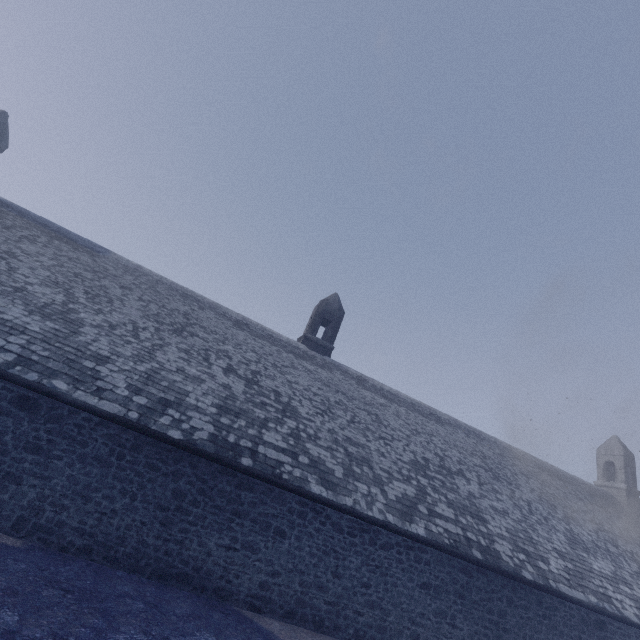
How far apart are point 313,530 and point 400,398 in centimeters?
1043cm
